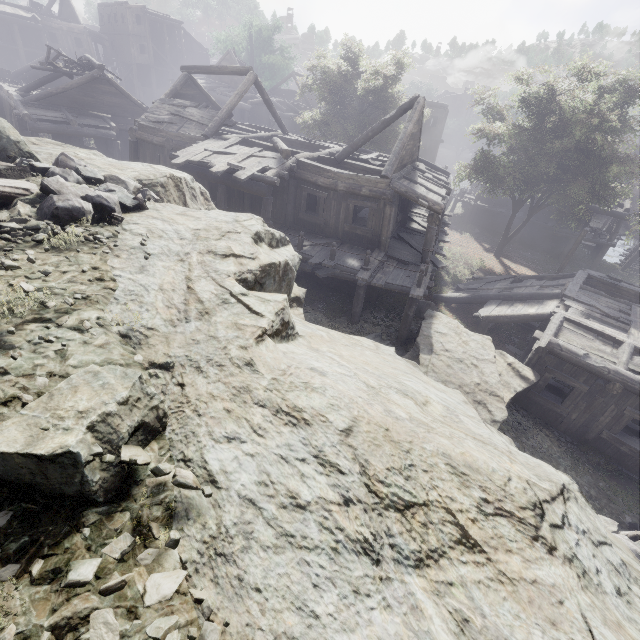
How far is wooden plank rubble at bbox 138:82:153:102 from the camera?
42.9 meters

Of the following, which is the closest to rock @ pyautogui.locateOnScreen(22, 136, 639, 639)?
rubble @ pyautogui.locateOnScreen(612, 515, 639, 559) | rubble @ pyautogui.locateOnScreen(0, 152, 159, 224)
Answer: rubble @ pyautogui.locateOnScreen(612, 515, 639, 559)

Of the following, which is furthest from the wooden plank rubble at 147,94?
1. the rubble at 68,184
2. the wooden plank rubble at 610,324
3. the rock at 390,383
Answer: the wooden plank rubble at 610,324

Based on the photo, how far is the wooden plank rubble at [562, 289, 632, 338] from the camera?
12.5m

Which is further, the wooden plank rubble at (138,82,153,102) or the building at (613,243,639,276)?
the wooden plank rubble at (138,82,153,102)

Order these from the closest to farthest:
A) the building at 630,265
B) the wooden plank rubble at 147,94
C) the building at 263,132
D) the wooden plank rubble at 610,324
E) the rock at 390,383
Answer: the rock at 390,383 < the wooden plank rubble at 610,324 < the building at 263,132 < the building at 630,265 < the wooden plank rubble at 147,94

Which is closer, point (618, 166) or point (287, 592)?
point (287, 592)

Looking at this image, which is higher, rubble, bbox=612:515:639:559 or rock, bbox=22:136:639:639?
rock, bbox=22:136:639:639
